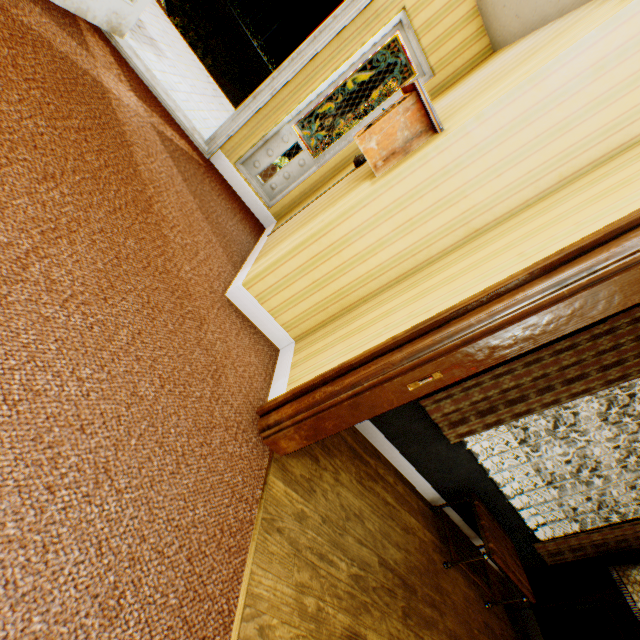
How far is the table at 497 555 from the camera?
3.3m

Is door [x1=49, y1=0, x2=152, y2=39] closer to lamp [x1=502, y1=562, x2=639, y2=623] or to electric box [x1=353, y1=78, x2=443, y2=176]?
electric box [x1=353, y1=78, x2=443, y2=176]

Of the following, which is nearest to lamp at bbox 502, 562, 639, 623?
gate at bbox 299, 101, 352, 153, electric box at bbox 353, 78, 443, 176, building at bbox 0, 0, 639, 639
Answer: building at bbox 0, 0, 639, 639

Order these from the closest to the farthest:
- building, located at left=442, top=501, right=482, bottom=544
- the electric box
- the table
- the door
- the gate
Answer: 1. the electric box
2. the door
3. the table
4. building, located at left=442, top=501, right=482, bottom=544
5. the gate

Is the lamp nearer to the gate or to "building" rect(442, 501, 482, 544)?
"building" rect(442, 501, 482, 544)

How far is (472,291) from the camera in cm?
179

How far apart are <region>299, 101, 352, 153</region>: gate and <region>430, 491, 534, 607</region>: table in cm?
1449

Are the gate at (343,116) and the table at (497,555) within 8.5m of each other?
no
